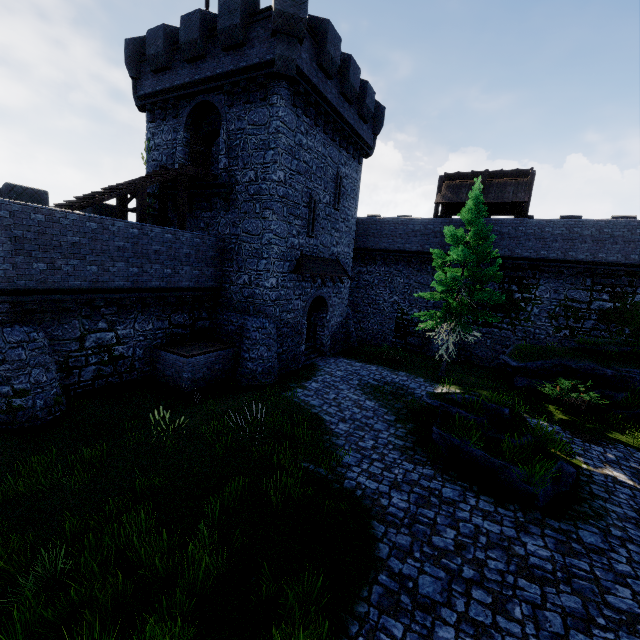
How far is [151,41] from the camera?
16.4 meters

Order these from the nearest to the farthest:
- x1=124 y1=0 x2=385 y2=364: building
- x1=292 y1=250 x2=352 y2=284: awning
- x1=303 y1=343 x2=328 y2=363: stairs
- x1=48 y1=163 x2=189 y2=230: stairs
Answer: x1=48 y1=163 x2=189 y2=230: stairs, x1=124 y1=0 x2=385 y2=364: building, x1=292 y1=250 x2=352 y2=284: awning, x1=303 y1=343 x2=328 y2=363: stairs

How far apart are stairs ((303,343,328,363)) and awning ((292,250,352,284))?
4.4 meters

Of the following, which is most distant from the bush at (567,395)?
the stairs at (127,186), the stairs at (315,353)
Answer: the stairs at (127,186)

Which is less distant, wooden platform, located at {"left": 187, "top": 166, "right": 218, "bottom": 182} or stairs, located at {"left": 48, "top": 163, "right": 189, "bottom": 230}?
stairs, located at {"left": 48, "top": 163, "right": 189, "bottom": 230}

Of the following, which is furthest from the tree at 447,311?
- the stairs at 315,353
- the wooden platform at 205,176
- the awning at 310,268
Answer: the wooden platform at 205,176

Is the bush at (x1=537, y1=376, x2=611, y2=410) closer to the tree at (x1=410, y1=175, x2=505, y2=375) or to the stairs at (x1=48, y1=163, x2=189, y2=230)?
the tree at (x1=410, y1=175, x2=505, y2=375)

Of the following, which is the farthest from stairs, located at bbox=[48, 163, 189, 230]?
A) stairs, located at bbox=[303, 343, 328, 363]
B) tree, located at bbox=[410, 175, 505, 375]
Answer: tree, located at bbox=[410, 175, 505, 375]
